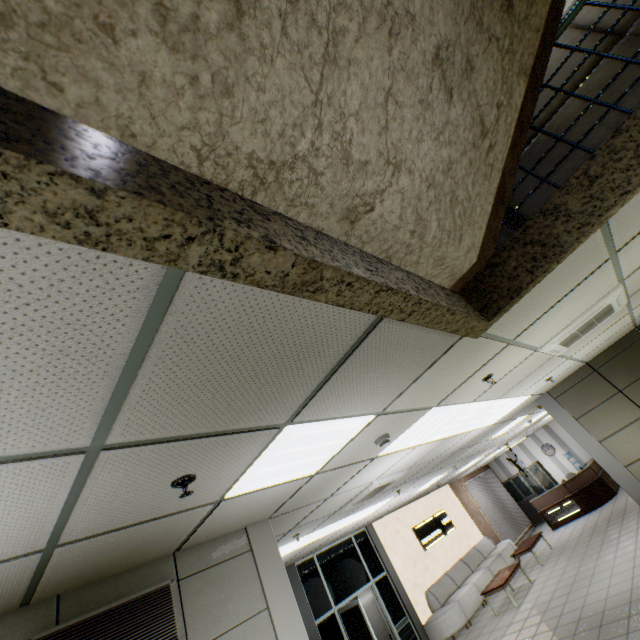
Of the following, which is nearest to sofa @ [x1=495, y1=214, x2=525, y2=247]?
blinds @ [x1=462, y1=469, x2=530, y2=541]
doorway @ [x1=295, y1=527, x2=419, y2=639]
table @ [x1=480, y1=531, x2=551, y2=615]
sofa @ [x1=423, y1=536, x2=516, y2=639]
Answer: doorway @ [x1=295, y1=527, x2=419, y2=639]

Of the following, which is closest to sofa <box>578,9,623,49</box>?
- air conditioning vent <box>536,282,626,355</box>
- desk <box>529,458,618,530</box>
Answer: air conditioning vent <box>536,282,626,355</box>

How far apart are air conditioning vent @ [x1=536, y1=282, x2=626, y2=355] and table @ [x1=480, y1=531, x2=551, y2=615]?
7.84m

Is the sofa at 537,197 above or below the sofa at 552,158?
below

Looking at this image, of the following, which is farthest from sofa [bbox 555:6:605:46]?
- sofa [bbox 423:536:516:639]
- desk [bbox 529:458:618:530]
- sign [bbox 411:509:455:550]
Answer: desk [bbox 529:458:618:530]

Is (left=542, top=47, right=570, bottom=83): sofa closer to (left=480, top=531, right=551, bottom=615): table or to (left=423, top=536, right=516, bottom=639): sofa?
(left=480, top=531, right=551, bottom=615): table

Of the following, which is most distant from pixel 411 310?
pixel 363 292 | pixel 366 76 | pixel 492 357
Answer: pixel 492 357

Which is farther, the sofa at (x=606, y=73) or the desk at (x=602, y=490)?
the desk at (x=602, y=490)
